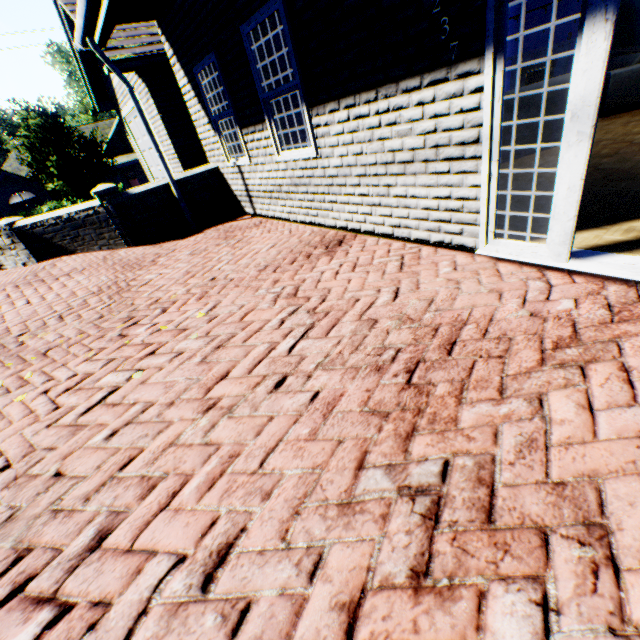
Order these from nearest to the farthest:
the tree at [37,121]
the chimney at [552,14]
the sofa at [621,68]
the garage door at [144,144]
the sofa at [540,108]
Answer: the sofa at [540,108], the sofa at [621,68], the chimney at [552,14], the garage door at [144,144], the tree at [37,121]

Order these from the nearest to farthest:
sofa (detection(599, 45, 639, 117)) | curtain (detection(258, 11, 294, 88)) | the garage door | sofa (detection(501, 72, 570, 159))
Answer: curtain (detection(258, 11, 294, 88)) → sofa (detection(501, 72, 570, 159)) → sofa (detection(599, 45, 639, 117)) → the garage door

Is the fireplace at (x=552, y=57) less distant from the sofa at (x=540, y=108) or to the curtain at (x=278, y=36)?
the sofa at (x=540, y=108)

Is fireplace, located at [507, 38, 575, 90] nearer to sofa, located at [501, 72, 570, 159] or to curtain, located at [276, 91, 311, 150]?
sofa, located at [501, 72, 570, 159]

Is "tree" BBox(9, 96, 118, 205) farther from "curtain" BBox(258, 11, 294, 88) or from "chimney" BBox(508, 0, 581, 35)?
"curtain" BBox(258, 11, 294, 88)

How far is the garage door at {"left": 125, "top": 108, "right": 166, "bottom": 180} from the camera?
10.3m

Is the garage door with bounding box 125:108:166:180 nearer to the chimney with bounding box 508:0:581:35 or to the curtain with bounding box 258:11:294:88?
the curtain with bounding box 258:11:294:88

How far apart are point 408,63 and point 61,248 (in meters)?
7.18
